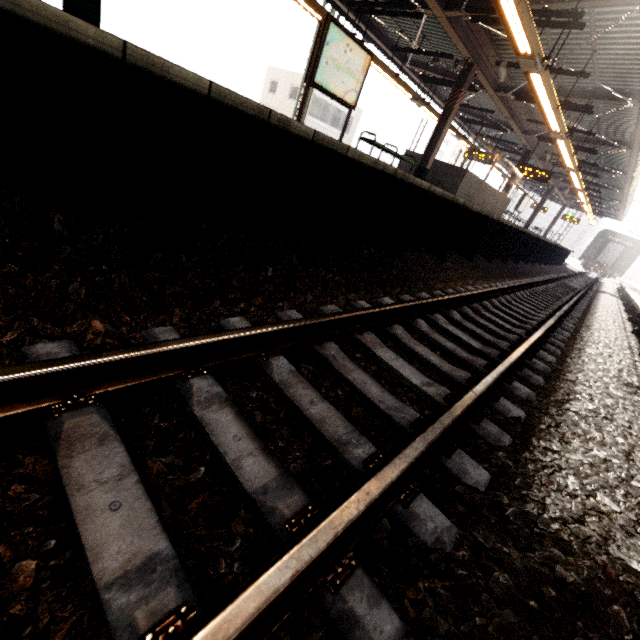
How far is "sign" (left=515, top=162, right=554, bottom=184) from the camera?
14.83m

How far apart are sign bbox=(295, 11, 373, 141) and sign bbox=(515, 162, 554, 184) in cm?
1194

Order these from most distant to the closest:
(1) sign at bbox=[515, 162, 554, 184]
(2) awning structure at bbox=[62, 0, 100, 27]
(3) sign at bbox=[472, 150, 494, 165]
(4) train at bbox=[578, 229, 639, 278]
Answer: (4) train at bbox=[578, 229, 639, 278] < (3) sign at bbox=[472, 150, 494, 165] < (1) sign at bbox=[515, 162, 554, 184] < (2) awning structure at bbox=[62, 0, 100, 27]

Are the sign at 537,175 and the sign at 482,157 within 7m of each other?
yes

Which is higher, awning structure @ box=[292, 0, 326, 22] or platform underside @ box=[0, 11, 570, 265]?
awning structure @ box=[292, 0, 326, 22]

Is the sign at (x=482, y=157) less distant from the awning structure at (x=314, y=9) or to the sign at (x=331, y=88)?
the awning structure at (x=314, y=9)

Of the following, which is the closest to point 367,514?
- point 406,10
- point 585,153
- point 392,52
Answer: point 406,10

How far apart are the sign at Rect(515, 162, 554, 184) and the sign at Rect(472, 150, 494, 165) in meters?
1.4 m
